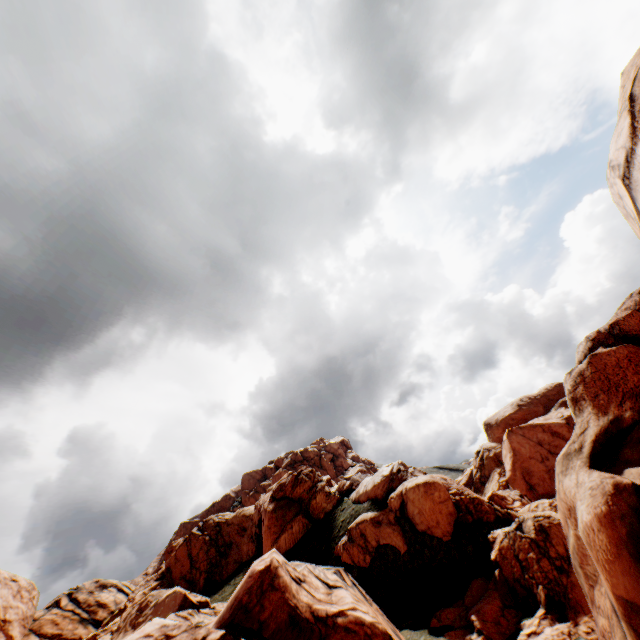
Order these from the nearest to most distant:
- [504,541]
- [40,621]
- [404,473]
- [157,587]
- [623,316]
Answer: [623,316] < [504,541] < [404,473] < [157,587] < [40,621]

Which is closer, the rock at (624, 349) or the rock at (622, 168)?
the rock at (622, 168)

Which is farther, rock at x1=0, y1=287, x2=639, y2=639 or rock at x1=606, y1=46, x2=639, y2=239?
rock at x1=0, y1=287, x2=639, y2=639
